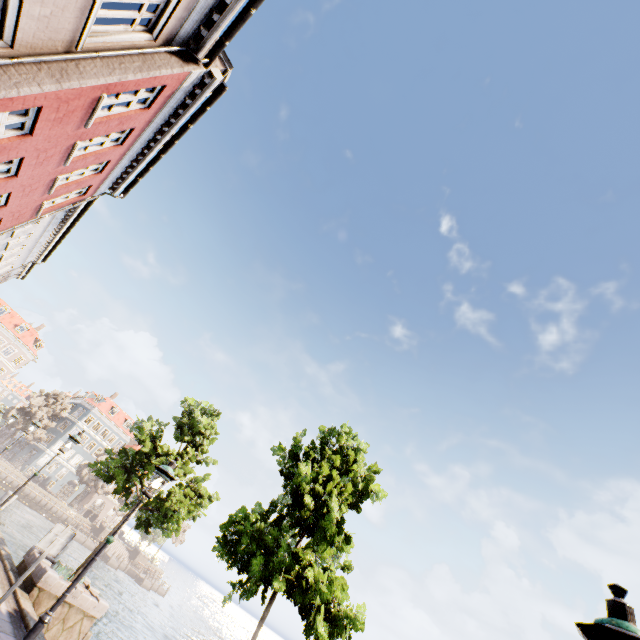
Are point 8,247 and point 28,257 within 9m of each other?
yes

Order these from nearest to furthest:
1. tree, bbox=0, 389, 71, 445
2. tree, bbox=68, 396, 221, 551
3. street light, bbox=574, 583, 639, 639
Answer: street light, bbox=574, 583, 639, 639 → tree, bbox=68, 396, 221, 551 → tree, bbox=0, 389, 71, 445

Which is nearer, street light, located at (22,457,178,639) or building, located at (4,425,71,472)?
street light, located at (22,457,178,639)

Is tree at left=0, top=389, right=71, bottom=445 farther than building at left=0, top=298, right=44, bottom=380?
No

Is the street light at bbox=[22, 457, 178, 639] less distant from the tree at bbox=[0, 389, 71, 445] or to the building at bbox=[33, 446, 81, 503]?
the tree at bbox=[0, 389, 71, 445]

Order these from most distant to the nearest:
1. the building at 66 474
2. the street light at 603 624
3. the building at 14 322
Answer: the building at 66 474
the building at 14 322
the street light at 603 624

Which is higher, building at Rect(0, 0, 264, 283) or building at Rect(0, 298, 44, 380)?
building at Rect(0, 298, 44, 380)

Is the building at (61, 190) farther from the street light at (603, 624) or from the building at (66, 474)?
the building at (66, 474)
